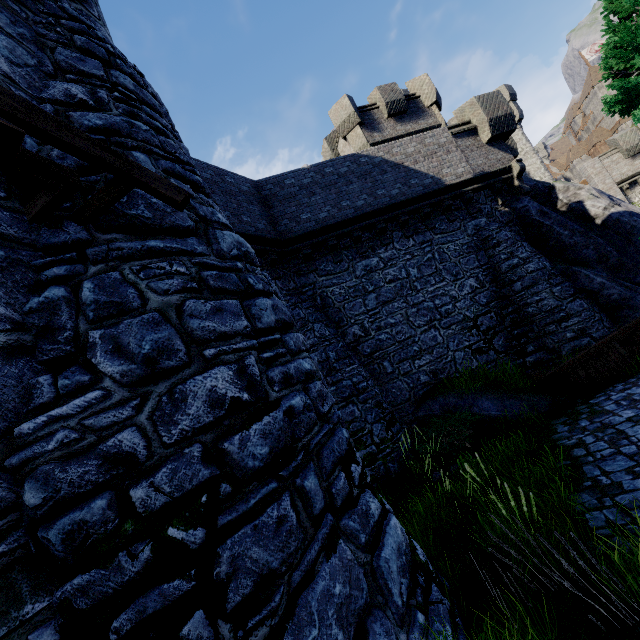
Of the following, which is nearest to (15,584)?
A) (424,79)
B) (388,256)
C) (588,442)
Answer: (588,442)

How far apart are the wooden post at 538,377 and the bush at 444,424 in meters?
2.0

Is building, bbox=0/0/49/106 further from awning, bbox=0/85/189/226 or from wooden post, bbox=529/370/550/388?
wooden post, bbox=529/370/550/388

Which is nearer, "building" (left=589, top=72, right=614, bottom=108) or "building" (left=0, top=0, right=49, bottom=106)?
"building" (left=0, top=0, right=49, bottom=106)

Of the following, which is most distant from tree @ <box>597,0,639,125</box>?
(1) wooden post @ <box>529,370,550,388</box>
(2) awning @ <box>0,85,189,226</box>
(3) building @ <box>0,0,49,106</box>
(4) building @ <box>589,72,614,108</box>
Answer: (4) building @ <box>589,72,614,108</box>

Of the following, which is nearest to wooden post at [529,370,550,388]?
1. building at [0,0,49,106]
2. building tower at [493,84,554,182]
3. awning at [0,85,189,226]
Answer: awning at [0,85,189,226]

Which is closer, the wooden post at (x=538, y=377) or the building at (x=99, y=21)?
the building at (x=99, y=21)

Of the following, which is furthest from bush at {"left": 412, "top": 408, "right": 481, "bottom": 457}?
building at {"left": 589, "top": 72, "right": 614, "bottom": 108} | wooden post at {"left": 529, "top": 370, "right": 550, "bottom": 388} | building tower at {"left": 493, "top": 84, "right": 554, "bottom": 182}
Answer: building at {"left": 589, "top": 72, "right": 614, "bottom": 108}
